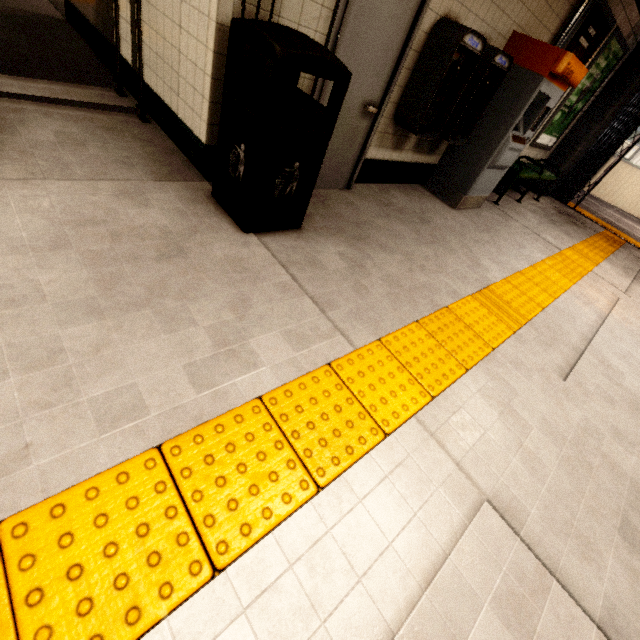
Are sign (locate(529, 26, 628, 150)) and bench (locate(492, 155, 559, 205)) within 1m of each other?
yes

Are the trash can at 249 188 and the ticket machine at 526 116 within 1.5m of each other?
no

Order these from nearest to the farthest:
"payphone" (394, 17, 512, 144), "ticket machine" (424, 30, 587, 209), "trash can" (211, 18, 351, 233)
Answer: "trash can" (211, 18, 351, 233)
"payphone" (394, 17, 512, 144)
"ticket machine" (424, 30, 587, 209)

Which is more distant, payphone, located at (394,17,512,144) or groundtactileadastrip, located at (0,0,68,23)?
groundtactileadastrip, located at (0,0,68,23)

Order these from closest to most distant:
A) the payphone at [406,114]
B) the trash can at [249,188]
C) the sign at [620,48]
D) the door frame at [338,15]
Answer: the trash can at [249,188]
the door frame at [338,15]
the payphone at [406,114]
the sign at [620,48]

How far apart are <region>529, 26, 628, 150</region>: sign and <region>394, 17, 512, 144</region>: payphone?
3.91m

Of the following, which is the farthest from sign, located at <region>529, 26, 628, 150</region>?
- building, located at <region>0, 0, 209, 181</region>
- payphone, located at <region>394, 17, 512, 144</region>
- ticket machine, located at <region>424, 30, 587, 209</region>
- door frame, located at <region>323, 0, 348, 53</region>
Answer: building, located at <region>0, 0, 209, 181</region>

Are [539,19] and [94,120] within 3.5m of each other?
no
